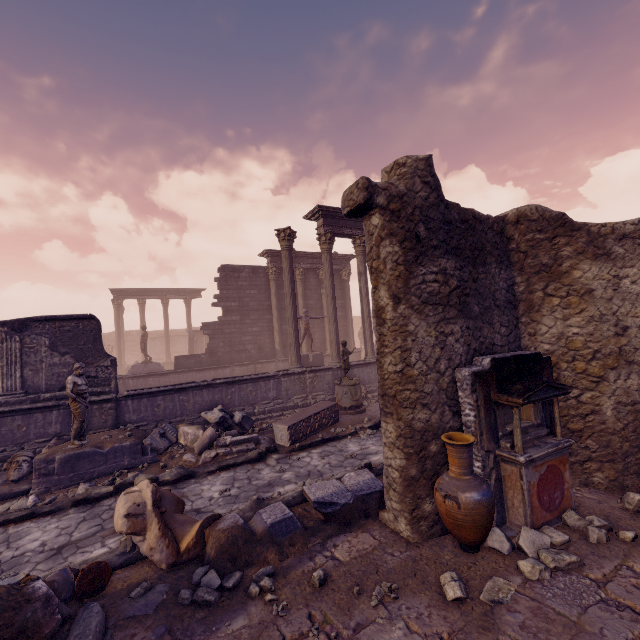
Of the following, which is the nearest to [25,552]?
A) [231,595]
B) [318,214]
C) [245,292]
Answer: [231,595]

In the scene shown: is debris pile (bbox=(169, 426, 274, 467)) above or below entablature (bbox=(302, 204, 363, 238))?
below

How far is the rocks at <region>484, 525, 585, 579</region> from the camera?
3.41m

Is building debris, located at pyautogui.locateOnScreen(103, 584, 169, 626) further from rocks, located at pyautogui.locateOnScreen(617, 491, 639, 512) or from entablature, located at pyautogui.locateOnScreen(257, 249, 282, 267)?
entablature, located at pyautogui.locateOnScreen(257, 249, 282, 267)

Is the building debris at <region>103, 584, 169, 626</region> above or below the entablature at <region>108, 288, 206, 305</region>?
below

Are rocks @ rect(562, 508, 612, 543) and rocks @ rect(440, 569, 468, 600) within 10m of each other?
yes

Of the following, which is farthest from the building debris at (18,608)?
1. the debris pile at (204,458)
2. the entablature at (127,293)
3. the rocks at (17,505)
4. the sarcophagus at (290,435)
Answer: the entablature at (127,293)

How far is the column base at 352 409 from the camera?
10.8m
